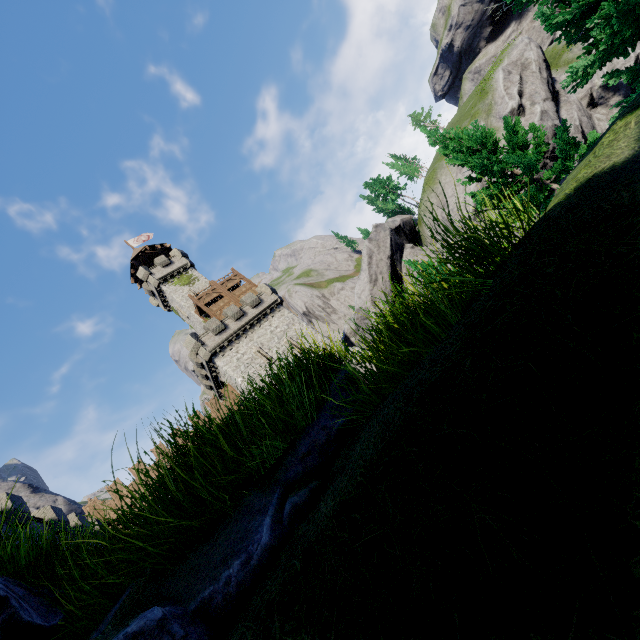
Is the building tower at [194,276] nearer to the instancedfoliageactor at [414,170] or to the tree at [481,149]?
the tree at [481,149]

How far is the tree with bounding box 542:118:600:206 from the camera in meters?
11.1

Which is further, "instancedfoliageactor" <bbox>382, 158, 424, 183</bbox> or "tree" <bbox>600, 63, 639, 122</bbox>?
"instancedfoliageactor" <bbox>382, 158, 424, 183</bbox>

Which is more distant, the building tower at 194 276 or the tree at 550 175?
the building tower at 194 276

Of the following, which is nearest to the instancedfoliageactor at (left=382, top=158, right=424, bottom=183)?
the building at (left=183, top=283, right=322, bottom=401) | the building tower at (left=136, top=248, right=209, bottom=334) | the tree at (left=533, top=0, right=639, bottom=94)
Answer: the building at (left=183, top=283, right=322, bottom=401)

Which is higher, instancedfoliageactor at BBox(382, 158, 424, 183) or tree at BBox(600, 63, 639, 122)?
instancedfoliageactor at BBox(382, 158, 424, 183)

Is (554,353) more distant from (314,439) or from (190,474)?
(190,474)

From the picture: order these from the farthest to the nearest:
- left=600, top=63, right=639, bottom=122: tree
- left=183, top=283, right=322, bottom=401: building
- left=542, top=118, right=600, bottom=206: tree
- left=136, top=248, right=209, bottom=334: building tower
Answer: left=136, top=248, right=209, bottom=334: building tower, left=183, top=283, right=322, bottom=401: building, left=542, top=118, right=600, bottom=206: tree, left=600, top=63, right=639, bottom=122: tree
